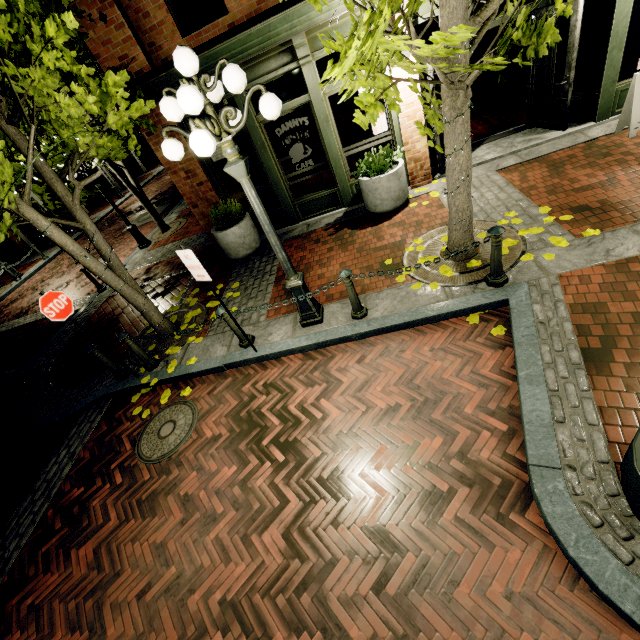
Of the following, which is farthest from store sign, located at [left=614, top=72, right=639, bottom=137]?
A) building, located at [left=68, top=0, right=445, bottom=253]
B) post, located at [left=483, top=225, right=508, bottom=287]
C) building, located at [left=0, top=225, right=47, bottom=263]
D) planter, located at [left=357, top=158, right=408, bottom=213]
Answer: building, located at [left=0, top=225, right=47, bottom=263]

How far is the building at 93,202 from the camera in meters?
24.2 m

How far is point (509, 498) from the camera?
2.8m

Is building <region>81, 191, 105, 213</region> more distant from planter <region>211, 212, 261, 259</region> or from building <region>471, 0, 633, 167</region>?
planter <region>211, 212, 261, 259</region>

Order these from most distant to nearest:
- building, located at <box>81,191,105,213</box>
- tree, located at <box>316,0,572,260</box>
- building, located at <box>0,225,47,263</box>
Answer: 1. building, located at <box>81,191,105,213</box>
2. building, located at <box>0,225,47,263</box>
3. tree, located at <box>316,0,572,260</box>

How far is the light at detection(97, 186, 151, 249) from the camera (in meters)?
10.83

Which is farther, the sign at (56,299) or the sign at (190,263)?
the sign at (56,299)

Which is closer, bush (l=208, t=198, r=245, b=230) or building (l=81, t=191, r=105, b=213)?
bush (l=208, t=198, r=245, b=230)
